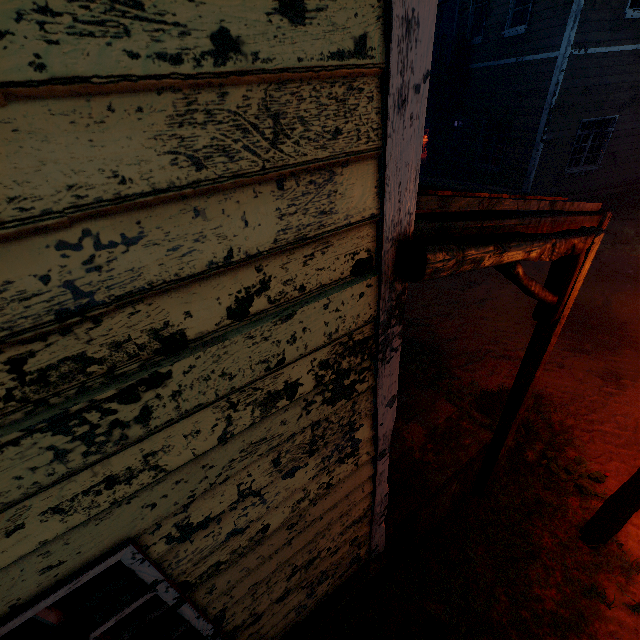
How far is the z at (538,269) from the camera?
8.8m

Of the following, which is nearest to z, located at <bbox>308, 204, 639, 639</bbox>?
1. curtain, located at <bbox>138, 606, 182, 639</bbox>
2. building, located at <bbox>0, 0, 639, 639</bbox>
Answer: building, located at <bbox>0, 0, 639, 639</bbox>

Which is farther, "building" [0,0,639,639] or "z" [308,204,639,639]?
"z" [308,204,639,639]

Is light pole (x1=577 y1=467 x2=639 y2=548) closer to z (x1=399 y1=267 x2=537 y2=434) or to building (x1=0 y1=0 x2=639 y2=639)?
z (x1=399 y1=267 x2=537 y2=434)

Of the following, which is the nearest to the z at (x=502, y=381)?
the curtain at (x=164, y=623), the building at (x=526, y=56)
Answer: the building at (x=526, y=56)

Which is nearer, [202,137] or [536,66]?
[202,137]

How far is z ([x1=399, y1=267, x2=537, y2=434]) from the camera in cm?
570

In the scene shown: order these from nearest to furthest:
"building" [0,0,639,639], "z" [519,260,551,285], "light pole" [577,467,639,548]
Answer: "building" [0,0,639,639] < "light pole" [577,467,639,548] < "z" [519,260,551,285]
